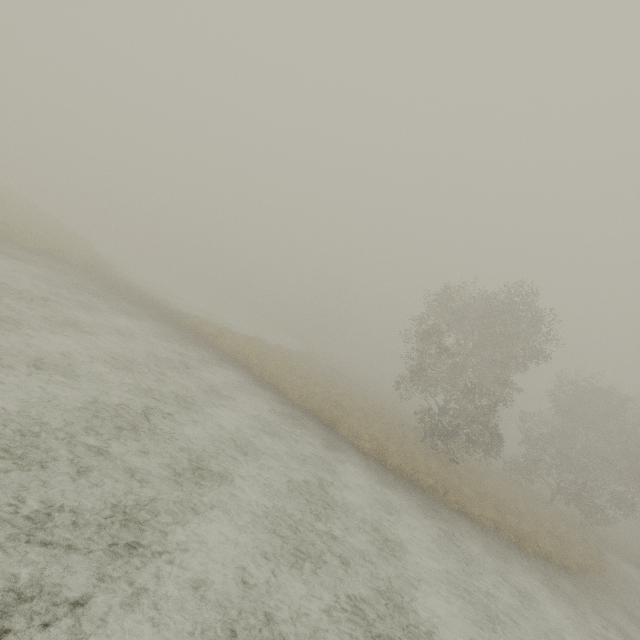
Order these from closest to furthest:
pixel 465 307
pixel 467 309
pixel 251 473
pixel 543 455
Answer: pixel 251 473
pixel 467 309
pixel 465 307
pixel 543 455

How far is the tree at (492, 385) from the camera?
19.6m

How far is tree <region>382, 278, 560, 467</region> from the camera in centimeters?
1958cm
